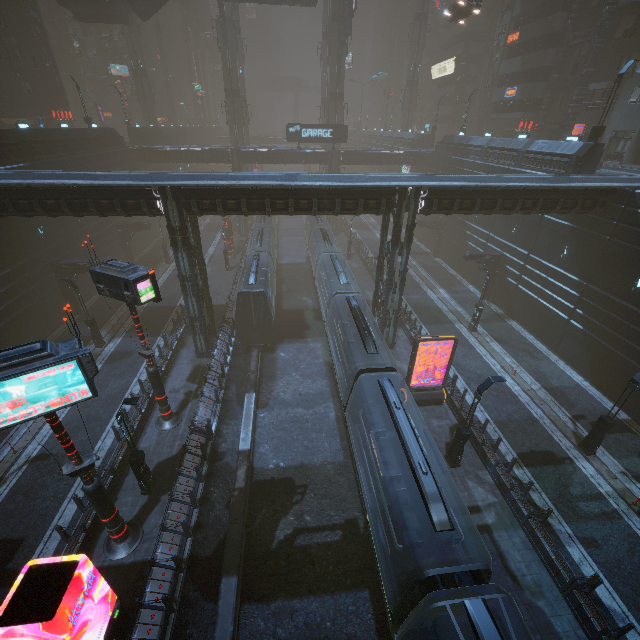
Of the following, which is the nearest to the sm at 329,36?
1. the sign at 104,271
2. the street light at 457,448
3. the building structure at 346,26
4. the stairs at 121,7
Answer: the building structure at 346,26

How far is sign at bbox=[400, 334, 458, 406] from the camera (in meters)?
17.72

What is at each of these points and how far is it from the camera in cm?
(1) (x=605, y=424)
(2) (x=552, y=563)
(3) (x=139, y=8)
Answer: (1) street light, 1595
(2) building, 1230
(3) bridge, 3828

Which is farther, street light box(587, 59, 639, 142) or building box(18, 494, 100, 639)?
street light box(587, 59, 639, 142)

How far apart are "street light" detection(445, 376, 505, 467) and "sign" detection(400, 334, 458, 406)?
3.47m

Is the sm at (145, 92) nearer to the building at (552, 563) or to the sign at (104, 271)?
the building at (552, 563)

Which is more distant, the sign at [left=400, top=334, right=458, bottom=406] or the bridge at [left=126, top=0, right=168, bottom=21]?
the bridge at [left=126, top=0, right=168, bottom=21]

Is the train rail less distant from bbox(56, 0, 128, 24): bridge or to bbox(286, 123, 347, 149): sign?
bbox(286, 123, 347, 149): sign
